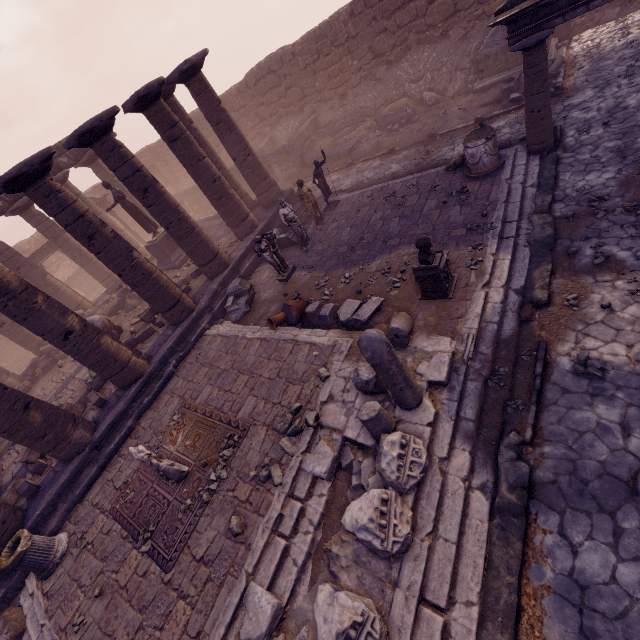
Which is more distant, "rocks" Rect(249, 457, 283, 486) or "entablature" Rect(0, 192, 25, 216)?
"entablature" Rect(0, 192, 25, 216)

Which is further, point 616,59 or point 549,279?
point 616,59

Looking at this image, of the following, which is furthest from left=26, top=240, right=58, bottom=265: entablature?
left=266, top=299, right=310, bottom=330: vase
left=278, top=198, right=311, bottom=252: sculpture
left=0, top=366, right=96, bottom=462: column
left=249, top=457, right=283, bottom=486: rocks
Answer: left=249, top=457, right=283, bottom=486: rocks

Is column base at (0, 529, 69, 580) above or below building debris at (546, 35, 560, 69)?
above

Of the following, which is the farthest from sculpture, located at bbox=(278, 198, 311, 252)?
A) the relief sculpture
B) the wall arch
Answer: the relief sculpture

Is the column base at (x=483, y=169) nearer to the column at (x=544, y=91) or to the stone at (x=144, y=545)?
the column at (x=544, y=91)

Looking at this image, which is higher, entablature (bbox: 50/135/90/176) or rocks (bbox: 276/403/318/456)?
entablature (bbox: 50/135/90/176)

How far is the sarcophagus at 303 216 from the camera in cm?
1309
